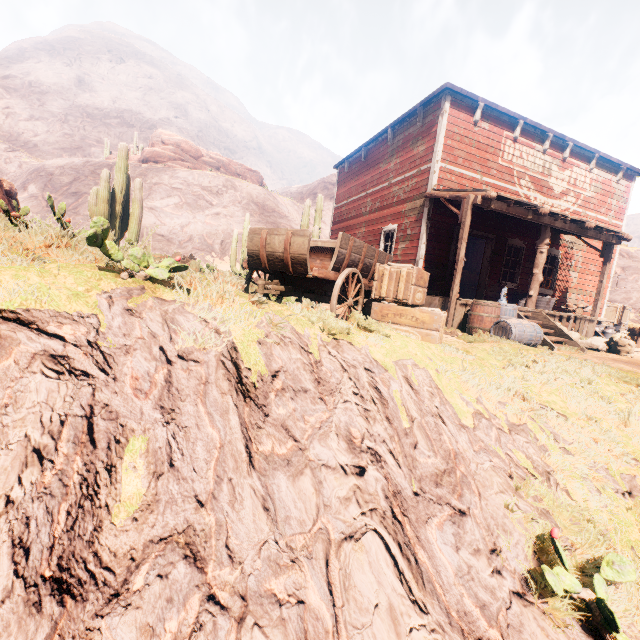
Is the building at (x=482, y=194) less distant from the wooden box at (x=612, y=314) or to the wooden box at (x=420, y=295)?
the wooden box at (x=420, y=295)

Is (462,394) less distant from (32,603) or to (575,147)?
(32,603)

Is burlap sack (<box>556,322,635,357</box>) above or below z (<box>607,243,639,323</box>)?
below

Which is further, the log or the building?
the log

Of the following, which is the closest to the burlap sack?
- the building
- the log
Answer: the log

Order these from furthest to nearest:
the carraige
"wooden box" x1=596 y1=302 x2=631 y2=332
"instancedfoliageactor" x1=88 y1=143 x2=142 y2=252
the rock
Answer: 1. the rock
2. "wooden box" x1=596 y1=302 x2=631 y2=332
3. the carraige
4. "instancedfoliageactor" x1=88 y1=143 x2=142 y2=252

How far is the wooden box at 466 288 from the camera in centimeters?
1839cm

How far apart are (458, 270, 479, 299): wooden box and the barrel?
10.36m
